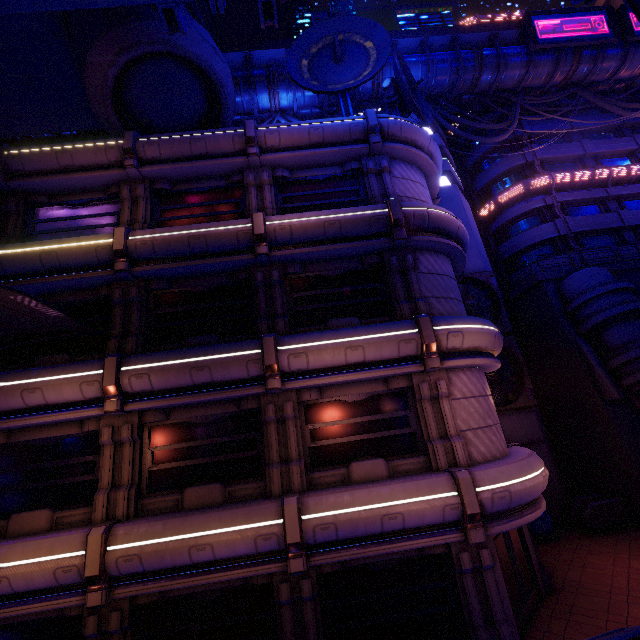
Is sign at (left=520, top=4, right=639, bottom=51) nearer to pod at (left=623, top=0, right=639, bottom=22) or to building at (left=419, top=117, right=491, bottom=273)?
building at (left=419, top=117, right=491, bottom=273)

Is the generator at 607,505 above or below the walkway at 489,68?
below

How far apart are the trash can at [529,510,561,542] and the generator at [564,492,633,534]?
1.17m

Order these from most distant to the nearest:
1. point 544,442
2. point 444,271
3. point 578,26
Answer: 1. point 578,26
2. point 544,442
3. point 444,271

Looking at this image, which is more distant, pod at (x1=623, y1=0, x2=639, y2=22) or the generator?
the generator

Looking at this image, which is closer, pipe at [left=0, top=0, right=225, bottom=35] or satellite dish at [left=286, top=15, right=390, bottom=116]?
pipe at [left=0, top=0, right=225, bottom=35]

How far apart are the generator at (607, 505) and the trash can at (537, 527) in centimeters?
117cm

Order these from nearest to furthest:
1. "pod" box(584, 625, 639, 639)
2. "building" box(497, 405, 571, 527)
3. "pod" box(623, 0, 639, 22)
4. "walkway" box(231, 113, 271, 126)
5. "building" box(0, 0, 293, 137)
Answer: "pod" box(623, 0, 639, 22) → "pod" box(584, 625, 639, 639) → "building" box(0, 0, 293, 137) → "building" box(497, 405, 571, 527) → "walkway" box(231, 113, 271, 126)
